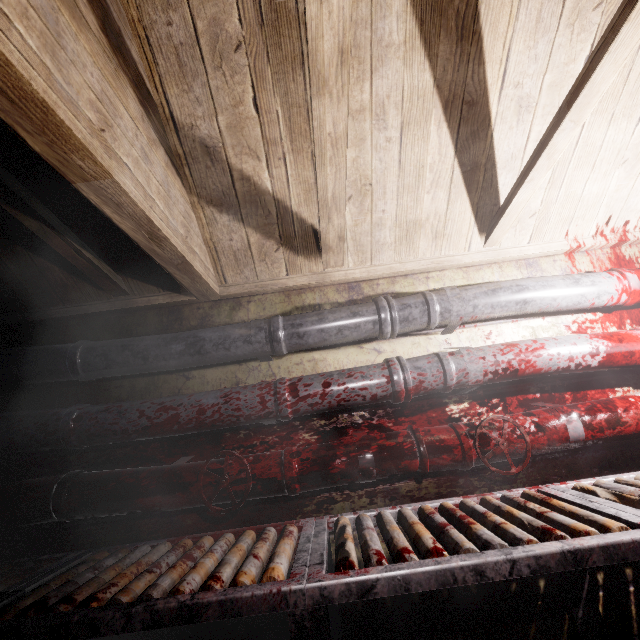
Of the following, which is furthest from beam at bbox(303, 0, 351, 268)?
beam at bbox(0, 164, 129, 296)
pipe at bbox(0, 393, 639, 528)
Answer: pipe at bbox(0, 393, 639, 528)

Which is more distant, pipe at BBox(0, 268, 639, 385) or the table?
pipe at BBox(0, 268, 639, 385)

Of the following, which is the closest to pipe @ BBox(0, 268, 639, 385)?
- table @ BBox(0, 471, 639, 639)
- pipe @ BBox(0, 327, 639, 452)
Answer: pipe @ BBox(0, 327, 639, 452)

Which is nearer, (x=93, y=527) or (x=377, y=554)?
(x=377, y=554)

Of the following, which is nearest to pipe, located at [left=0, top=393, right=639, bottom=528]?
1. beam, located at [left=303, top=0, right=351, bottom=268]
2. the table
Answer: the table

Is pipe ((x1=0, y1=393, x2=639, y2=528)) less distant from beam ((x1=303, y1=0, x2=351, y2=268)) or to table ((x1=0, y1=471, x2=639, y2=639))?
table ((x1=0, y1=471, x2=639, y2=639))

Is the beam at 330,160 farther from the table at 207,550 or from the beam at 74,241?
the table at 207,550

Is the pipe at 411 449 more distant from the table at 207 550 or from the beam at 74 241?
the beam at 74 241
